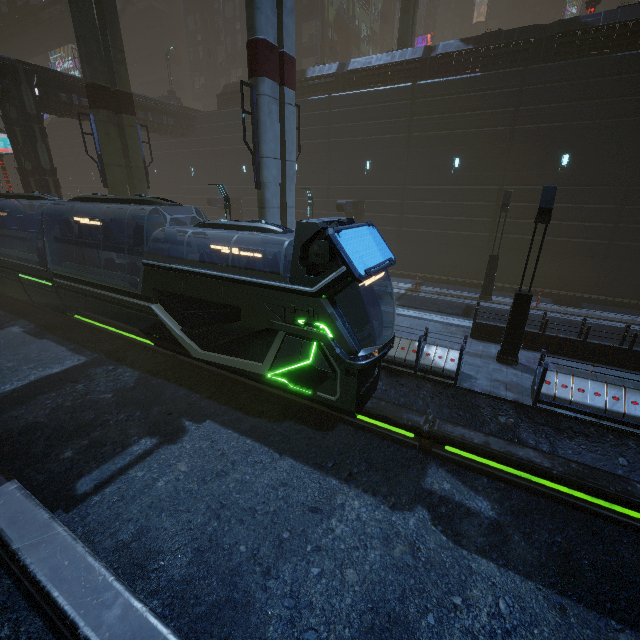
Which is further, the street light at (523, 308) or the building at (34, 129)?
the building at (34, 129)

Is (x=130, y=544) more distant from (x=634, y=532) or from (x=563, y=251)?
(x=563, y=251)

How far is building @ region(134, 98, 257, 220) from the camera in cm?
2706

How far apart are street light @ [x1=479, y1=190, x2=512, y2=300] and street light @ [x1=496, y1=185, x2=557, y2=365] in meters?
6.7

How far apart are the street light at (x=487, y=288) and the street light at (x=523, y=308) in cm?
668

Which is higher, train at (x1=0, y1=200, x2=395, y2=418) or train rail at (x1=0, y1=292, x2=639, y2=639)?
train at (x1=0, y1=200, x2=395, y2=418)

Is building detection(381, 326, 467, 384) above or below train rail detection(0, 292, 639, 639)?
above

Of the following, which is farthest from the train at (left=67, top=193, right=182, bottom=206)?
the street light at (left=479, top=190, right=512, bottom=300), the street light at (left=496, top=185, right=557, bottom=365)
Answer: the street light at (left=479, top=190, right=512, bottom=300)
